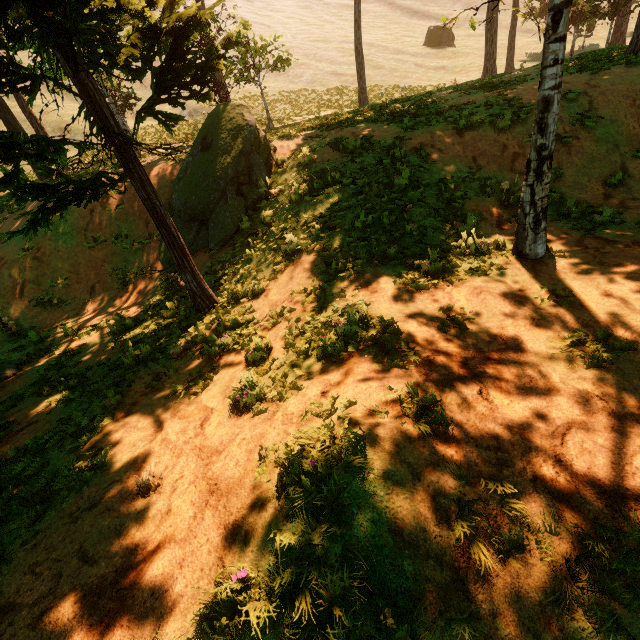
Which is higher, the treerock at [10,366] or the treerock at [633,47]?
the treerock at [633,47]

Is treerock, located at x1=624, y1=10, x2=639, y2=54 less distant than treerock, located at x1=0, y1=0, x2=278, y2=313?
No

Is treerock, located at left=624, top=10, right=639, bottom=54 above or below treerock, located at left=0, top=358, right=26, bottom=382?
above

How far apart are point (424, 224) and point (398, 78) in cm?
3381

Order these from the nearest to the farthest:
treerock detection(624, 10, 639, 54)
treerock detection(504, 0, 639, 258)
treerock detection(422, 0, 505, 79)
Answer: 1. treerock detection(504, 0, 639, 258)
2. treerock detection(422, 0, 505, 79)
3. treerock detection(624, 10, 639, 54)

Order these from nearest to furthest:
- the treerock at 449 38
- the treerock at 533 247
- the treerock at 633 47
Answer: the treerock at 533 247 < the treerock at 449 38 < the treerock at 633 47
